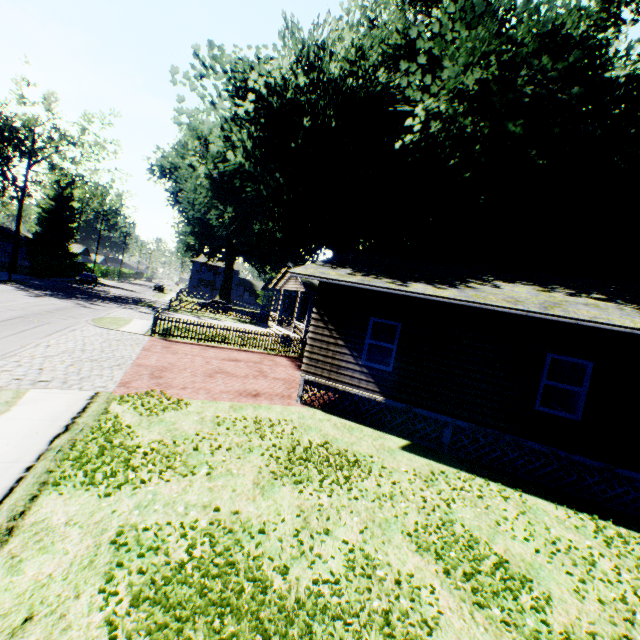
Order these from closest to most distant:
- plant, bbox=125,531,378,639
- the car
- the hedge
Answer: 1. plant, bbox=125,531,378,639
2. the hedge
3. the car

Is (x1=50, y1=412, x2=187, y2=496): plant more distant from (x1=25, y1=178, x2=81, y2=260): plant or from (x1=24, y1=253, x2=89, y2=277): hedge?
(x1=25, y1=178, x2=81, y2=260): plant

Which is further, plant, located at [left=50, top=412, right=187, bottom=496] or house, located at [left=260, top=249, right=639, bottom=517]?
house, located at [left=260, top=249, right=639, bottom=517]

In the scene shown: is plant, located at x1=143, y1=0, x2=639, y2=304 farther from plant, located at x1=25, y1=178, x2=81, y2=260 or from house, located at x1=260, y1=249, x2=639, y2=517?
plant, located at x1=25, y1=178, x2=81, y2=260

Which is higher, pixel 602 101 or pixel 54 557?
pixel 602 101

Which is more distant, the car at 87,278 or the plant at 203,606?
the car at 87,278

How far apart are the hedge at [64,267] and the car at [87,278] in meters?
2.7 m

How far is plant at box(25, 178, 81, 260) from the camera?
54.4m
